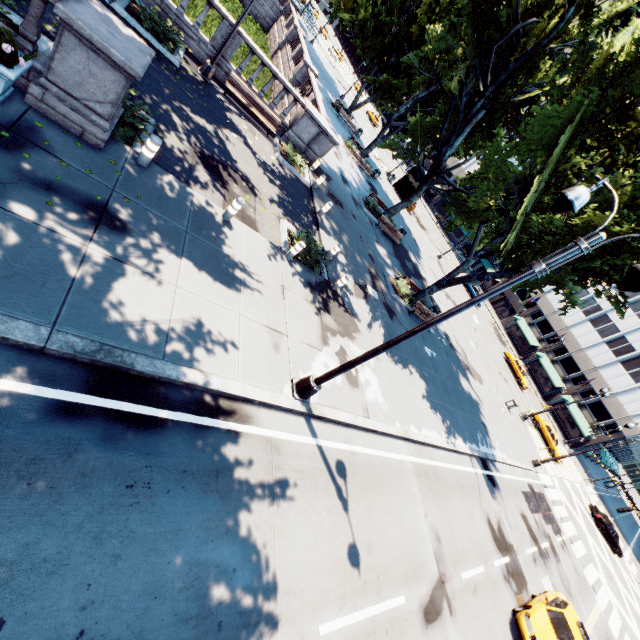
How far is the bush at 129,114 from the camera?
8.0 meters

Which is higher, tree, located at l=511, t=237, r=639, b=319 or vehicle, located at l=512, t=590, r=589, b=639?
tree, located at l=511, t=237, r=639, b=319

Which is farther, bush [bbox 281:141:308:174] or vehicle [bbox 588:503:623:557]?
vehicle [bbox 588:503:623:557]

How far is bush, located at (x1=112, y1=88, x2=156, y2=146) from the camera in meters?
8.0

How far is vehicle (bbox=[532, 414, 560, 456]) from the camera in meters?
33.4

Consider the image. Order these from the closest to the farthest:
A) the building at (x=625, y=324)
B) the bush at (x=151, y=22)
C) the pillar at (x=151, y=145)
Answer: the pillar at (x=151, y=145) < the bush at (x=151, y=22) < the building at (x=625, y=324)

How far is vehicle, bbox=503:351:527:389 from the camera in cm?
4100

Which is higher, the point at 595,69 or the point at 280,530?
the point at 595,69
